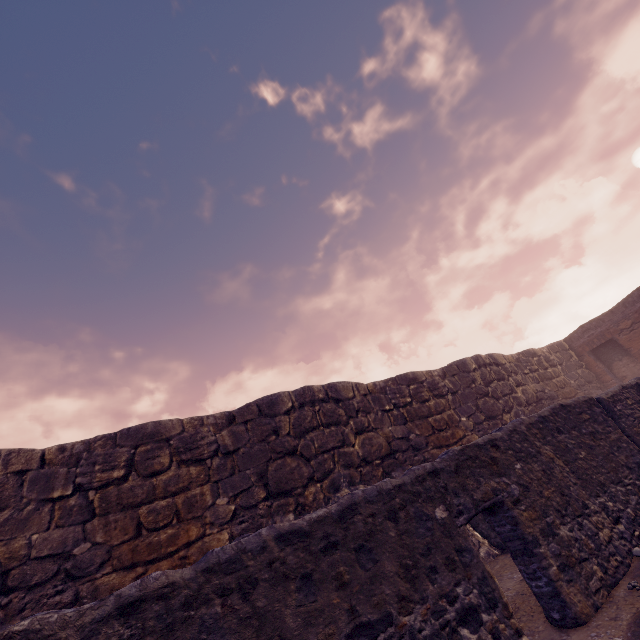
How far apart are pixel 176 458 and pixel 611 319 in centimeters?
1904cm
